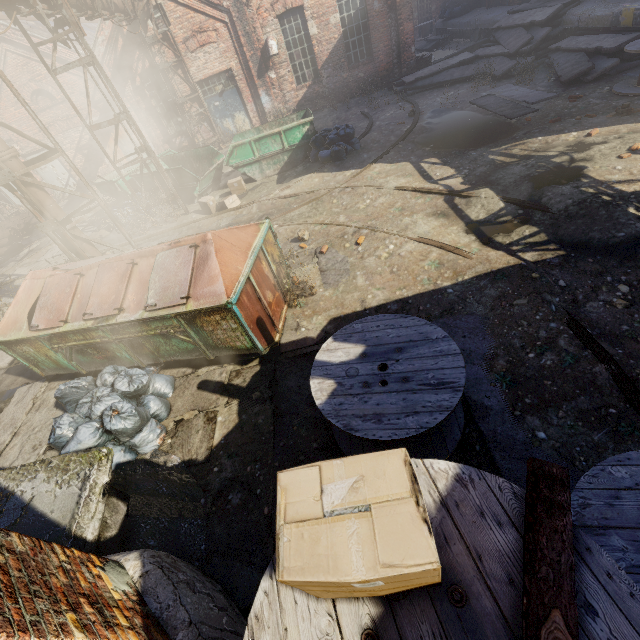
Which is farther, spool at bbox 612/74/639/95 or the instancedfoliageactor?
spool at bbox 612/74/639/95

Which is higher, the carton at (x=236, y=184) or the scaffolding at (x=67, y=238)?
the scaffolding at (x=67, y=238)

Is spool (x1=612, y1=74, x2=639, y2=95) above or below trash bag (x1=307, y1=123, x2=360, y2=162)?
below

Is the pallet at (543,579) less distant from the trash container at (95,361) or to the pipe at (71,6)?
the trash container at (95,361)

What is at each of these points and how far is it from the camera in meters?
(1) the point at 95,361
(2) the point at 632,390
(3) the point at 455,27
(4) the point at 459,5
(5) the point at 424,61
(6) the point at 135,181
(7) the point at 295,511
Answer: (1) trash container, 5.5
(2) track, 3.3
(3) building, 19.9
(4) trash bag, 20.1
(5) pallet, 15.9
(6) container, 12.6
(7) carton, 1.2

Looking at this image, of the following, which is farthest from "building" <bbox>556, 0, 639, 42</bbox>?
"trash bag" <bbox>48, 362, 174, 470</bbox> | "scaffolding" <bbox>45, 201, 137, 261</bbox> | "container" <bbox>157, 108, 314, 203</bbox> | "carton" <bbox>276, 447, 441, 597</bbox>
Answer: "scaffolding" <bbox>45, 201, 137, 261</bbox>

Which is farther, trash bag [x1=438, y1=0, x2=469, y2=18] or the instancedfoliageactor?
trash bag [x1=438, y1=0, x2=469, y2=18]

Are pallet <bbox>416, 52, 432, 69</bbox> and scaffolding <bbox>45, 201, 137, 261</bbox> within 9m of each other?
no
